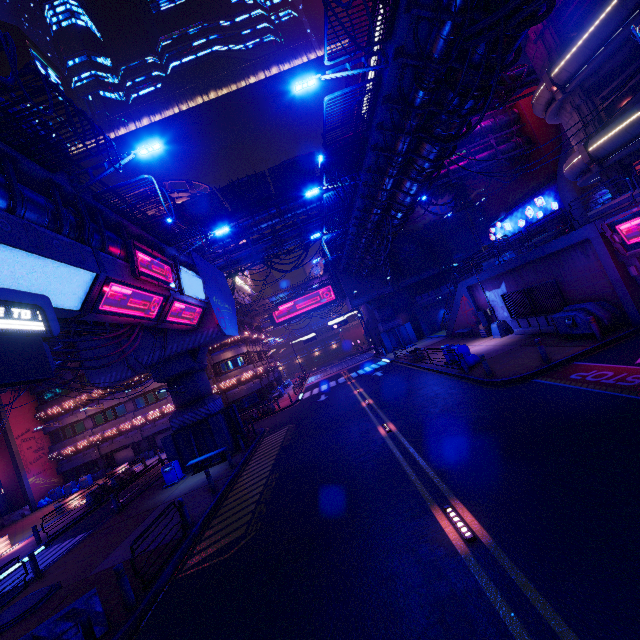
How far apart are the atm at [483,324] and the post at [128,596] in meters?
24.2 m

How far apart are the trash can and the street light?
21.9m

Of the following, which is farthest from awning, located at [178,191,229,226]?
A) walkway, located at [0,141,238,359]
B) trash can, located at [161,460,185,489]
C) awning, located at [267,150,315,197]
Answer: trash can, located at [161,460,185,489]

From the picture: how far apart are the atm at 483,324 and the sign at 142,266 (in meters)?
20.67

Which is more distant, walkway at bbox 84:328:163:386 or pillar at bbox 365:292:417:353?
pillar at bbox 365:292:417:353

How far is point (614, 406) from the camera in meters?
8.5

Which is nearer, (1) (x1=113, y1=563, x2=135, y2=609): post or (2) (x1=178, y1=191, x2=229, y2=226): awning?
(1) (x1=113, y1=563, x2=135, y2=609): post

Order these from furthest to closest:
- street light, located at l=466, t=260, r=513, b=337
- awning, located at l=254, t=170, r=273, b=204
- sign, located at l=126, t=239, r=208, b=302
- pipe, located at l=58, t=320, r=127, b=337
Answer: awning, located at l=254, t=170, r=273, b=204
street light, located at l=466, t=260, r=513, b=337
pipe, located at l=58, t=320, r=127, b=337
sign, located at l=126, t=239, r=208, b=302
